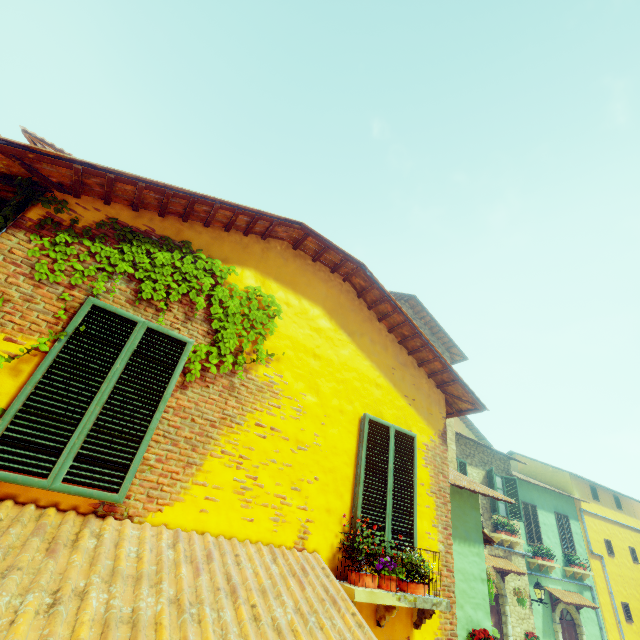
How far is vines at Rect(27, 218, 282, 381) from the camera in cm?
342

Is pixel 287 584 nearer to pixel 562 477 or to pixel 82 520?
pixel 82 520

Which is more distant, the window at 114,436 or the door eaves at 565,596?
the door eaves at 565,596

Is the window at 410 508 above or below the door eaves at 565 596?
above

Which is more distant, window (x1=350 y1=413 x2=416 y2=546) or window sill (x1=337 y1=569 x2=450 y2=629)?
window (x1=350 y1=413 x2=416 y2=546)

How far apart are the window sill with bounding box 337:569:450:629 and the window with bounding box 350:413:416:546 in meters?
0.3

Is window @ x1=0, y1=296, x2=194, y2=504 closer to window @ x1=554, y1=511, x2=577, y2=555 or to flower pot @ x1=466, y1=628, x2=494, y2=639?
flower pot @ x1=466, y1=628, x2=494, y2=639

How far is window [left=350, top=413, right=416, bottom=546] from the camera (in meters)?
4.19
